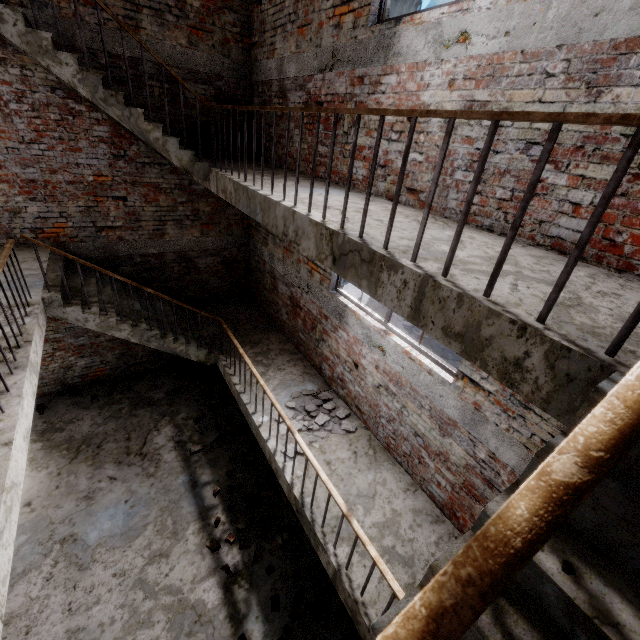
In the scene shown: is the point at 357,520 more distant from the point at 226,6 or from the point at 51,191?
the point at 226,6

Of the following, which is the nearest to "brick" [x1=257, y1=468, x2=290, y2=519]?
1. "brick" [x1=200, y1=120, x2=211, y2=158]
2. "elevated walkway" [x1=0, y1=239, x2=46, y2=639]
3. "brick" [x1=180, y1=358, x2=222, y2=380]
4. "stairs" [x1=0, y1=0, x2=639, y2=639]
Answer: "stairs" [x1=0, y1=0, x2=639, y2=639]

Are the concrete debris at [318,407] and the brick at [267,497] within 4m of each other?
yes

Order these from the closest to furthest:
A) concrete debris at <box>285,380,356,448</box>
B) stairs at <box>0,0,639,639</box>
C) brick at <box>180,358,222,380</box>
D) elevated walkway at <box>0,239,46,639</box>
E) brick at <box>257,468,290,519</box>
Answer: stairs at <box>0,0,639,639</box> < elevated walkway at <box>0,239,46,639</box> < concrete debris at <box>285,380,356,448</box> < brick at <box>257,468,290,519</box> < brick at <box>180,358,222,380</box>

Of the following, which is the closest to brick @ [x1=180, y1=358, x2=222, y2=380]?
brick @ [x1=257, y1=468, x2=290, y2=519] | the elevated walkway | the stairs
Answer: the stairs

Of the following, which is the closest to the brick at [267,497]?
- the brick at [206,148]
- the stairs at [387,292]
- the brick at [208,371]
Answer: the stairs at [387,292]

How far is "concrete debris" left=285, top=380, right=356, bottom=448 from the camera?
5.1 meters

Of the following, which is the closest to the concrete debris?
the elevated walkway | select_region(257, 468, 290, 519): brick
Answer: select_region(257, 468, 290, 519): brick
